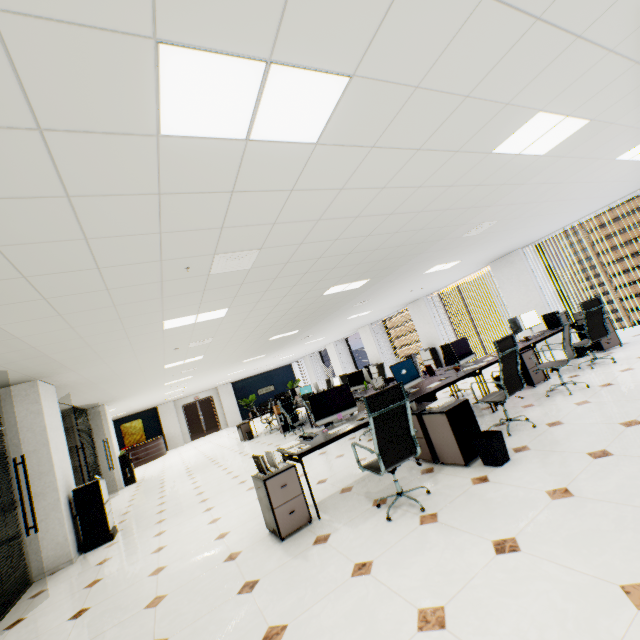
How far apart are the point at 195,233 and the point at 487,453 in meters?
3.6 m

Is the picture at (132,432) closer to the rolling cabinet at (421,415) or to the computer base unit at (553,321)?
the rolling cabinet at (421,415)

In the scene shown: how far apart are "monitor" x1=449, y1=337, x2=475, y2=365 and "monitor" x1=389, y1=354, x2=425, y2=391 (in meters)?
0.90

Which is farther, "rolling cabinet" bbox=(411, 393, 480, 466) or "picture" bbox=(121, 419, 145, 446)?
"picture" bbox=(121, 419, 145, 446)

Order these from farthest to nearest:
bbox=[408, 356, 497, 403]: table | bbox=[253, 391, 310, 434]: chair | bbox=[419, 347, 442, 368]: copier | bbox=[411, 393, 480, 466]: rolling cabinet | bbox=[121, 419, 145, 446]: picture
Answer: bbox=[121, 419, 145, 446]: picture
bbox=[419, 347, 442, 368]: copier
bbox=[253, 391, 310, 434]: chair
bbox=[408, 356, 497, 403]: table
bbox=[411, 393, 480, 466]: rolling cabinet

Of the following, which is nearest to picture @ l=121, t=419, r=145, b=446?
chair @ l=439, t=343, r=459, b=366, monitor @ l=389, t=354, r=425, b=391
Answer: chair @ l=439, t=343, r=459, b=366

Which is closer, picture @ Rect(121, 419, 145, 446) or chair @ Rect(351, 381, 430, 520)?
chair @ Rect(351, 381, 430, 520)

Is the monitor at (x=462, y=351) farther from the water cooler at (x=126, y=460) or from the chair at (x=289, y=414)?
the water cooler at (x=126, y=460)
